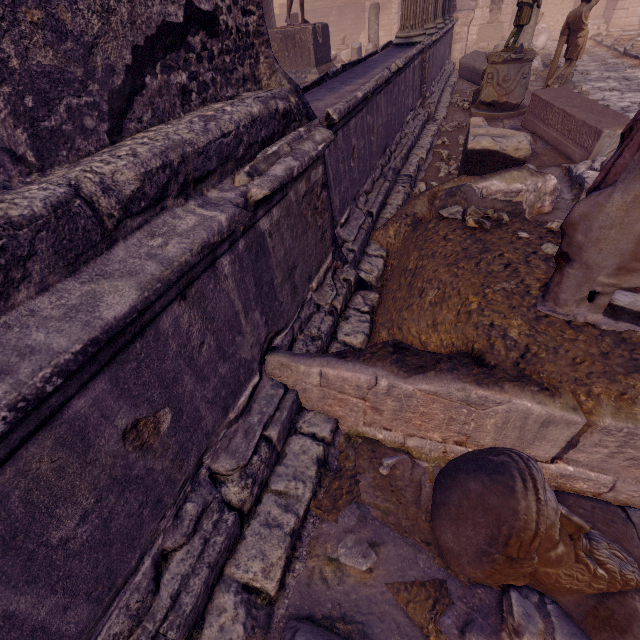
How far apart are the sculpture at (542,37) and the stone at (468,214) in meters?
16.7

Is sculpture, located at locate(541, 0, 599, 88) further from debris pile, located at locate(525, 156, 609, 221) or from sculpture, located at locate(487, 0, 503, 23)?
sculpture, located at locate(487, 0, 503, 23)

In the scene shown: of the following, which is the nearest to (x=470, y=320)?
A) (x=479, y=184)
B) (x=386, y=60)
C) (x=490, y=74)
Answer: (x=479, y=184)

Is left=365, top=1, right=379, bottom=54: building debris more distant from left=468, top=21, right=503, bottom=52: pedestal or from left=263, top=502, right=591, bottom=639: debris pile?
left=263, top=502, right=591, bottom=639: debris pile

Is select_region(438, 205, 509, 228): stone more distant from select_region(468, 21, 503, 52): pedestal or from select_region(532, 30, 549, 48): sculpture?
select_region(468, 21, 503, 52): pedestal

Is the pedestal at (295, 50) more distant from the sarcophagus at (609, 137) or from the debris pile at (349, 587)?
the debris pile at (349, 587)

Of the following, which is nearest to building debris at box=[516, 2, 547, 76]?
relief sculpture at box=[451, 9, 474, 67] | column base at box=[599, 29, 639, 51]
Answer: relief sculpture at box=[451, 9, 474, 67]

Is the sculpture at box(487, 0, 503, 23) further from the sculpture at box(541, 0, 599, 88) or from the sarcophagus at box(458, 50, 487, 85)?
the sculpture at box(541, 0, 599, 88)
